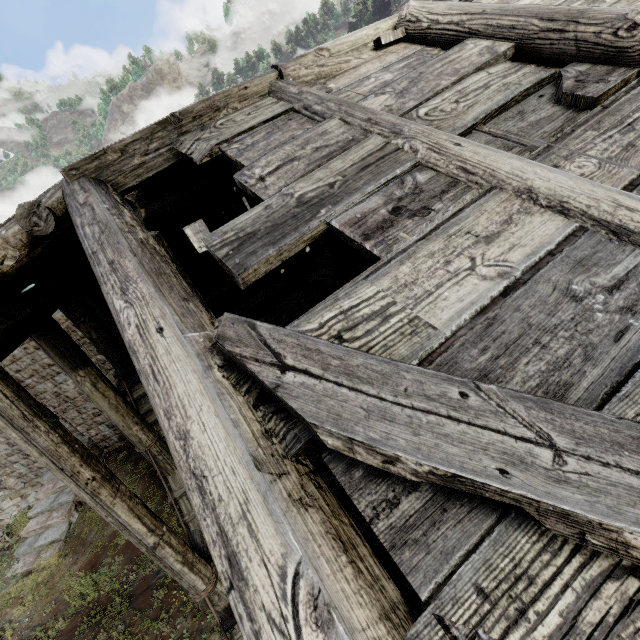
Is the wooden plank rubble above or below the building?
above

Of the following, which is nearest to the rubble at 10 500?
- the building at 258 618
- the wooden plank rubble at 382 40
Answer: the building at 258 618

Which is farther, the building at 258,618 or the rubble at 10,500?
the rubble at 10,500

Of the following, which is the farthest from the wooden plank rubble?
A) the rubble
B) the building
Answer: the rubble

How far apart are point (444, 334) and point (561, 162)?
1.71m

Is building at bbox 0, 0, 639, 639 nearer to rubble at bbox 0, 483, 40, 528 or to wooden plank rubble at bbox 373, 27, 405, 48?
rubble at bbox 0, 483, 40, 528

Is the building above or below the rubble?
above
